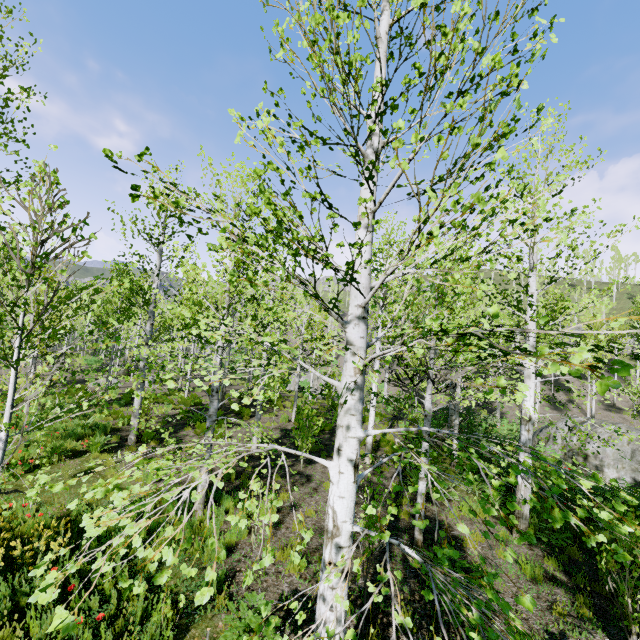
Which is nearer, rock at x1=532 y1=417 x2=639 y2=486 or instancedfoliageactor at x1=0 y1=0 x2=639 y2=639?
instancedfoliageactor at x1=0 y1=0 x2=639 y2=639

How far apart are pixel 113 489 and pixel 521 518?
9.4 meters

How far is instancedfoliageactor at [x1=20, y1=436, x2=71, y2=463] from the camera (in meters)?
6.03

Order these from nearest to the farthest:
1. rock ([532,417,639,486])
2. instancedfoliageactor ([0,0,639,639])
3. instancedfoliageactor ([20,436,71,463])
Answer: instancedfoliageactor ([0,0,639,639]) < instancedfoliageactor ([20,436,71,463]) < rock ([532,417,639,486])

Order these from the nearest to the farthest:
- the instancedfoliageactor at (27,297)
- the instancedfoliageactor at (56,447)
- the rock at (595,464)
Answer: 1. the instancedfoliageactor at (27,297)
2. the instancedfoliageactor at (56,447)
3. the rock at (595,464)

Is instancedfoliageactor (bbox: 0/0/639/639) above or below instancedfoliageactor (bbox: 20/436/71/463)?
above

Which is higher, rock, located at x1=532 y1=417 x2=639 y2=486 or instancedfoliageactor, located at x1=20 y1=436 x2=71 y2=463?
rock, located at x1=532 y1=417 x2=639 y2=486

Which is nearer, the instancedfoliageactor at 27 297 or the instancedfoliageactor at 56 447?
the instancedfoliageactor at 27 297
